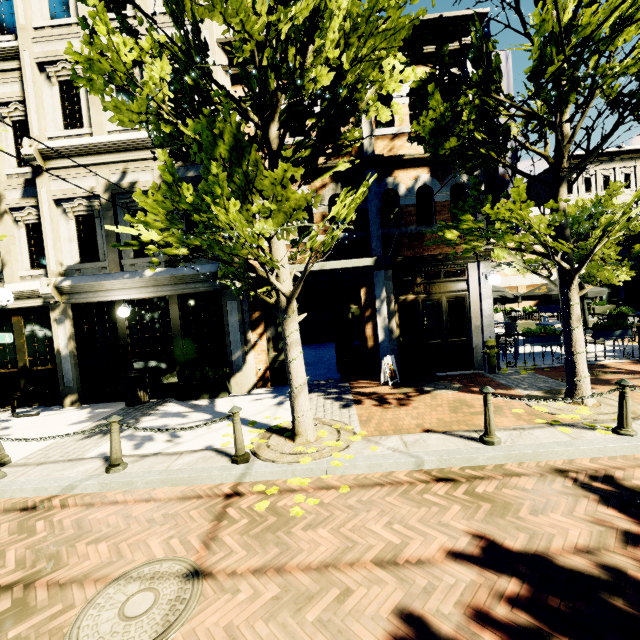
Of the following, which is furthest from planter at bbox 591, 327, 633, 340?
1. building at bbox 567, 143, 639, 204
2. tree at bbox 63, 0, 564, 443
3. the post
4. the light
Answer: building at bbox 567, 143, 639, 204

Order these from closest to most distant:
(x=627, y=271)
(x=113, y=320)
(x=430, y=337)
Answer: (x=113, y=320) < (x=430, y=337) < (x=627, y=271)

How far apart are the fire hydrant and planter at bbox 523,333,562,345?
0.86m

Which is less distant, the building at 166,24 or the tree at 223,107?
the tree at 223,107

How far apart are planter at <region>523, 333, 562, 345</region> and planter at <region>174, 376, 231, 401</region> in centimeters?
843cm

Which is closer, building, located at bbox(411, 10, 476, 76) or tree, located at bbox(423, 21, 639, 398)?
tree, located at bbox(423, 21, 639, 398)

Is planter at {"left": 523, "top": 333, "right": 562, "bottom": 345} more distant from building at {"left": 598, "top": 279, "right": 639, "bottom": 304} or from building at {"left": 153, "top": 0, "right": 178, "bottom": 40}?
building at {"left": 598, "top": 279, "right": 639, "bottom": 304}

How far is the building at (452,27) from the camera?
8.5m
